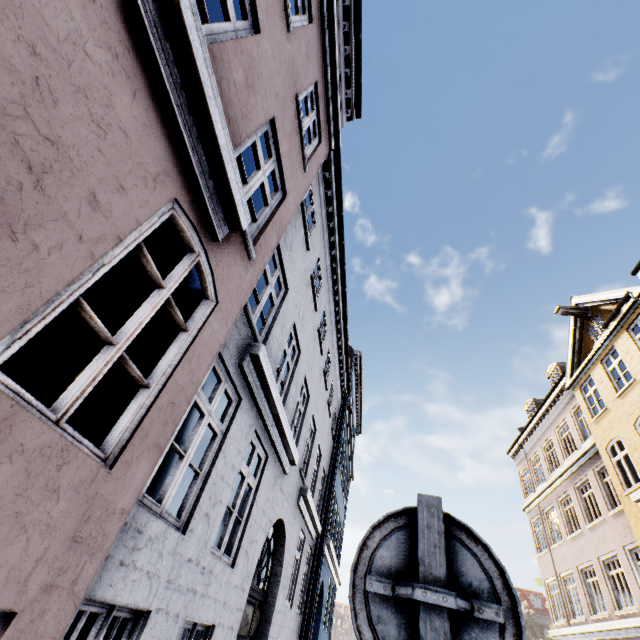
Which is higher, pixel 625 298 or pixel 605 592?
pixel 625 298

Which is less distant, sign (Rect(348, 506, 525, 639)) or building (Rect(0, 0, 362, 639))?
sign (Rect(348, 506, 525, 639))

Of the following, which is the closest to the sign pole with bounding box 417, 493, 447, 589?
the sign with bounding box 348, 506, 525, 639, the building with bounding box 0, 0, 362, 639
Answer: the sign with bounding box 348, 506, 525, 639

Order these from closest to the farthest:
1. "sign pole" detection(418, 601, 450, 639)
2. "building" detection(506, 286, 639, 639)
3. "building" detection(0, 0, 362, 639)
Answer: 1. "sign pole" detection(418, 601, 450, 639)
2. "building" detection(0, 0, 362, 639)
3. "building" detection(506, 286, 639, 639)

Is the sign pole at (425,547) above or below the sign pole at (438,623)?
above

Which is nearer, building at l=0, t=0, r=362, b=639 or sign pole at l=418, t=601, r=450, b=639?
sign pole at l=418, t=601, r=450, b=639

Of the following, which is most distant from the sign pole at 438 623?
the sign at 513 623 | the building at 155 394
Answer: the building at 155 394
